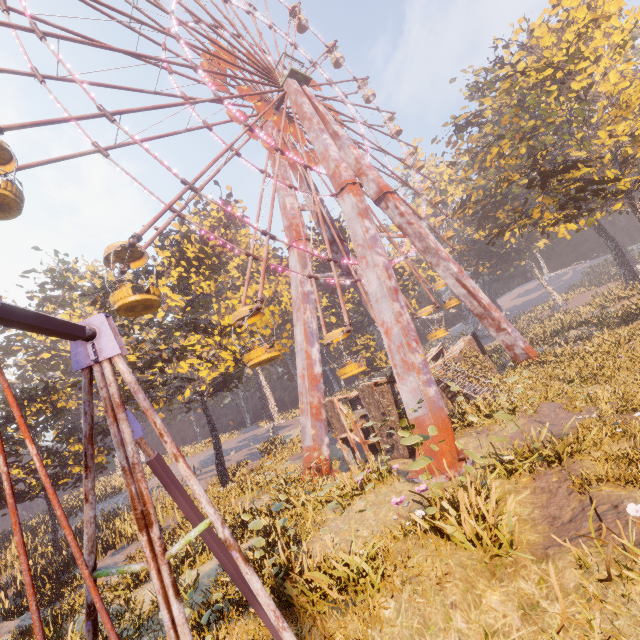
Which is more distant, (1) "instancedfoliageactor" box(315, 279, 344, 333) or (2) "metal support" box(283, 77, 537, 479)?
(1) "instancedfoliageactor" box(315, 279, 344, 333)

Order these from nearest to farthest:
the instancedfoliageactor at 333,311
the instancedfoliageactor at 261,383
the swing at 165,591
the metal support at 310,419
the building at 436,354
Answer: the swing at 165,591, the building at 436,354, the metal support at 310,419, the instancedfoliageactor at 333,311, the instancedfoliageactor at 261,383

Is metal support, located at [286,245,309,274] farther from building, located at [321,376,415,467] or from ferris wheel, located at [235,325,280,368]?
building, located at [321,376,415,467]

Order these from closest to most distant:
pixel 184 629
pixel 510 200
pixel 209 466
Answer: pixel 184 629 → pixel 209 466 → pixel 510 200

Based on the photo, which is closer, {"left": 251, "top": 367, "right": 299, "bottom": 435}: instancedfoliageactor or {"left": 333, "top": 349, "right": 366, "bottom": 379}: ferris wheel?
{"left": 333, "top": 349, "right": 366, "bottom": 379}: ferris wheel

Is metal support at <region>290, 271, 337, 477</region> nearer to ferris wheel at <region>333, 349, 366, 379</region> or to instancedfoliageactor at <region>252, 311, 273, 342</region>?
ferris wheel at <region>333, 349, 366, 379</region>

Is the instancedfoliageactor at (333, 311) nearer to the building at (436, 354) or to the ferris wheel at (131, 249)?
the building at (436, 354)

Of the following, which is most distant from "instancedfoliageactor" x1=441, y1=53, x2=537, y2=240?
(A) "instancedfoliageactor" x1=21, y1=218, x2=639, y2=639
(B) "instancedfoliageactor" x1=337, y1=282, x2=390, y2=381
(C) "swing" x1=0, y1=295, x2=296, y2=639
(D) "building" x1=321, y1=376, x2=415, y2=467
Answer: (C) "swing" x1=0, y1=295, x2=296, y2=639
